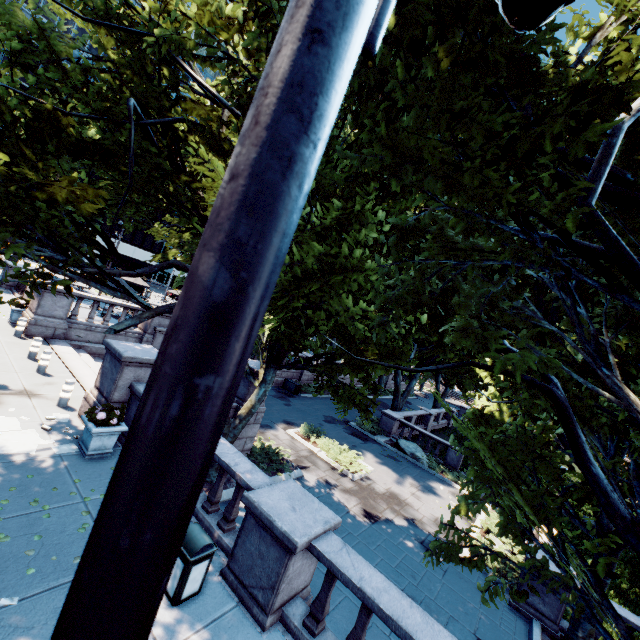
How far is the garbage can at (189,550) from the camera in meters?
5.2

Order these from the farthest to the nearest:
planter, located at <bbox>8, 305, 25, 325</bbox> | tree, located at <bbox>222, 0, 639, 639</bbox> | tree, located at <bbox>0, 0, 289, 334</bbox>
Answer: planter, located at <bbox>8, 305, 25, 325</bbox> → tree, located at <bbox>0, 0, 289, 334</bbox> → tree, located at <bbox>222, 0, 639, 639</bbox>

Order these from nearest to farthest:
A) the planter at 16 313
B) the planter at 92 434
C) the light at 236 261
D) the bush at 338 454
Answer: the light at 236 261, the planter at 92 434, the planter at 16 313, the bush at 338 454

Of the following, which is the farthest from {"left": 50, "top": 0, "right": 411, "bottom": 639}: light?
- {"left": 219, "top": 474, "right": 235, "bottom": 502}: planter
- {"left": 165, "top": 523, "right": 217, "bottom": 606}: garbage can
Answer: {"left": 219, "top": 474, "right": 235, "bottom": 502}: planter

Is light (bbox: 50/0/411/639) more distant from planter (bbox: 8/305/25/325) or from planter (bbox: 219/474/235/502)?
planter (bbox: 219/474/235/502)

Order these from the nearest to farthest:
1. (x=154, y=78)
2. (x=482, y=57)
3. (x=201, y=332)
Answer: (x=201, y=332) → (x=482, y=57) → (x=154, y=78)

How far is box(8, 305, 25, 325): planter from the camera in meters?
14.8 m

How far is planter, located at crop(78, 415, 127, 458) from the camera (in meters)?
7.82
